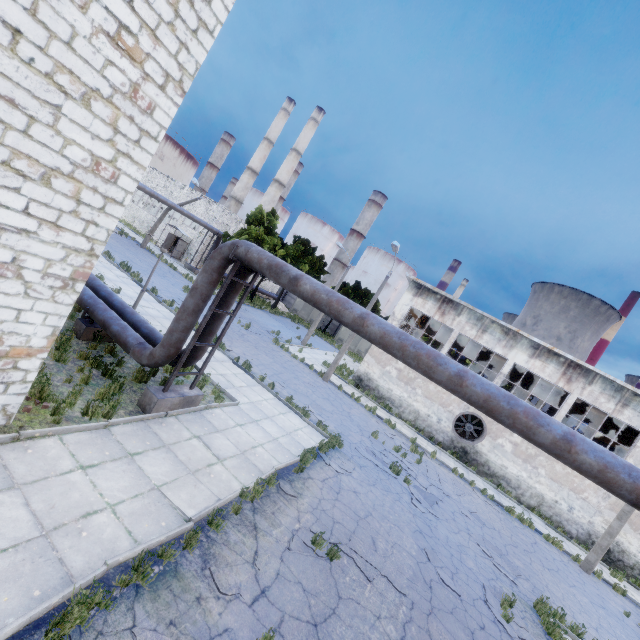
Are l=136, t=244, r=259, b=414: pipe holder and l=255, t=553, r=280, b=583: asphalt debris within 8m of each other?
yes

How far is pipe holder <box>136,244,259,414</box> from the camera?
8.6 meters

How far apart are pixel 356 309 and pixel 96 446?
6.22m

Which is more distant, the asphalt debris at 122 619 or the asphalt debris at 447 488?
the asphalt debris at 447 488

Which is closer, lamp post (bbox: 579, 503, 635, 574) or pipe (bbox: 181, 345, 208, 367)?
pipe (bbox: 181, 345, 208, 367)

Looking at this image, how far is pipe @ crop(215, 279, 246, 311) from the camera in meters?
9.5

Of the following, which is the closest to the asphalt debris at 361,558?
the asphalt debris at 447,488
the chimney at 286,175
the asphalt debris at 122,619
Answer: the asphalt debris at 122,619

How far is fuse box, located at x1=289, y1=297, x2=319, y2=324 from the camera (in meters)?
49.69
